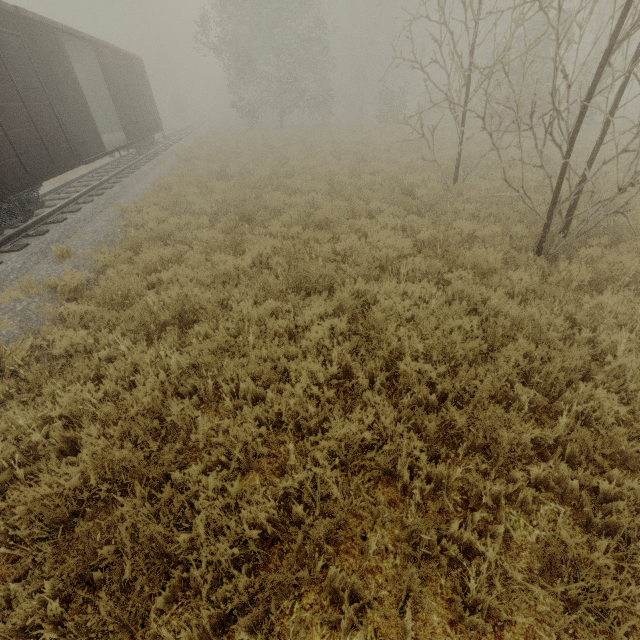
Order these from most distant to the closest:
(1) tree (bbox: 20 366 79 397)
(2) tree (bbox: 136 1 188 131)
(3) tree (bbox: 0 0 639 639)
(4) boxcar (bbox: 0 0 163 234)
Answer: (2) tree (bbox: 136 1 188 131)
(4) boxcar (bbox: 0 0 163 234)
(1) tree (bbox: 20 366 79 397)
(3) tree (bbox: 0 0 639 639)

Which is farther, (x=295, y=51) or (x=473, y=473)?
(x=295, y=51)

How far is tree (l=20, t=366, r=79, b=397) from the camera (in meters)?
4.02

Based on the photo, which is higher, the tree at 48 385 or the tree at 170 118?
the tree at 170 118

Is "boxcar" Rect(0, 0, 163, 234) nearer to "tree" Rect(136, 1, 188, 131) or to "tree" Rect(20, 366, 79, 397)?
"tree" Rect(20, 366, 79, 397)

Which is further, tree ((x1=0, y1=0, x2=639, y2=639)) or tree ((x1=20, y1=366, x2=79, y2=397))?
tree ((x1=20, y1=366, x2=79, y2=397))

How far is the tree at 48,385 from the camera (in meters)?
4.02
